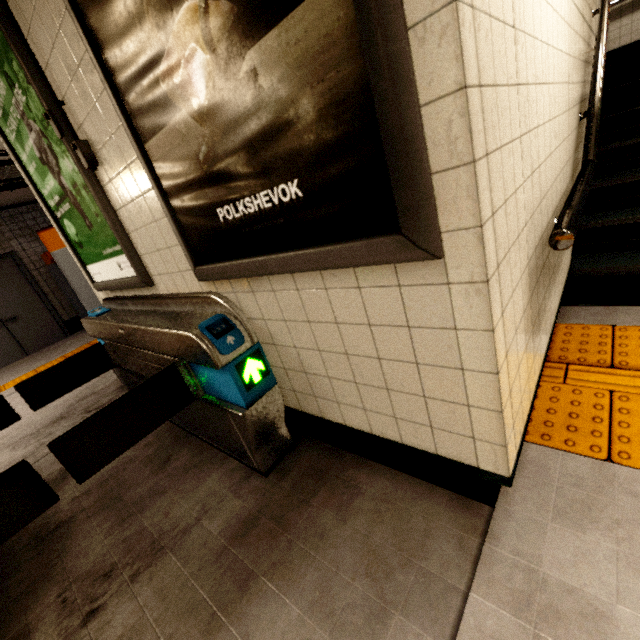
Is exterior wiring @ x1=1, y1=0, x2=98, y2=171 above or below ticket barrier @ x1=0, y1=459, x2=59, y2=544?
above

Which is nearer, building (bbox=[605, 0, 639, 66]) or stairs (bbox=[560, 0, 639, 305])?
stairs (bbox=[560, 0, 639, 305])

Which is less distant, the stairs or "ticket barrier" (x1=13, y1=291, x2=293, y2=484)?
"ticket barrier" (x1=13, y1=291, x2=293, y2=484)

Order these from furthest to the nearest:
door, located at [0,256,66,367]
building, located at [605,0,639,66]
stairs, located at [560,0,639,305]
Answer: door, located at [0,256,66,367]
building, located at [605,0,639,66]
stairs, located at [560,0,639,305]

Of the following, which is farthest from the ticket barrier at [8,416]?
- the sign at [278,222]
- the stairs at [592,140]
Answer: the stairs at [592,140]

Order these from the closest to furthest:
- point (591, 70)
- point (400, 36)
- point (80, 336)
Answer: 1. point (400, 36)
2. point (591, 70)
3. point (80, 336)

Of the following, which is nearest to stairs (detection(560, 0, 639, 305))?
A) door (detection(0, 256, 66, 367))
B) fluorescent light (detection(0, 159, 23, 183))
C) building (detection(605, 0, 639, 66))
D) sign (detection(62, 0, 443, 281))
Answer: building (detection(605, 0, 639, 66))

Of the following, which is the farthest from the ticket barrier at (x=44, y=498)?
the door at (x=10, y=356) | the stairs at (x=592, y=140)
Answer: the door at (x=10, y=356)
